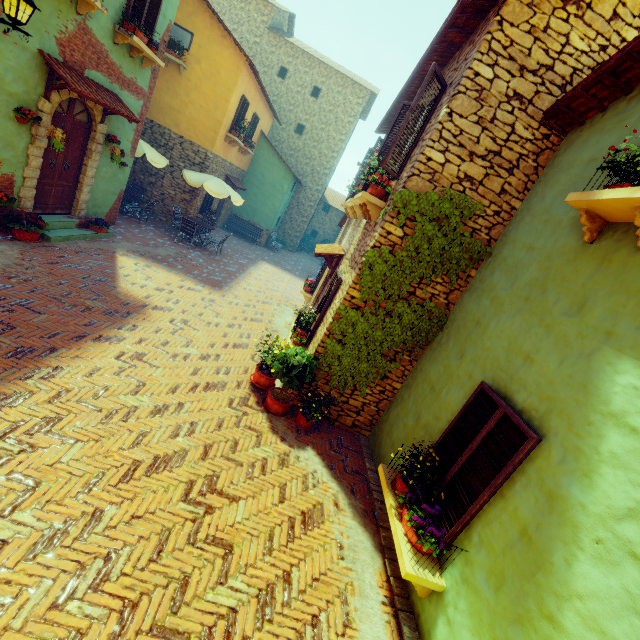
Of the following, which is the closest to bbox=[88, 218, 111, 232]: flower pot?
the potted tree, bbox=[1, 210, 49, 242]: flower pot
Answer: bbox=[1, 210, 49, 242]: flower pot

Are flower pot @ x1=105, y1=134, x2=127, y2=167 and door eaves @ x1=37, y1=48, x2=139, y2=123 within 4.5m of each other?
yes

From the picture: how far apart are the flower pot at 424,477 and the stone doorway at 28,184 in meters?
9.3 m

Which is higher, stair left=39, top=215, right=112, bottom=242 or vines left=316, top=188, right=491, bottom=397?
vines left=316, top=188, right=491, bottom=397

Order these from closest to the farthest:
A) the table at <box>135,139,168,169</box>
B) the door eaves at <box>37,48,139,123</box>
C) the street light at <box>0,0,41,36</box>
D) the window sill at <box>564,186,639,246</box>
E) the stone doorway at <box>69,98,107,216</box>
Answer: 1. the window sill at <box>564,186,639,246</box>
2. the street light at <box>0,0,41,36</box>
3. the door eaves at <box>37,48,139,123</box>
4. the stone doorway at <box>69,98,107,216</box>
5. the table at <box>135,139,168,169</box>

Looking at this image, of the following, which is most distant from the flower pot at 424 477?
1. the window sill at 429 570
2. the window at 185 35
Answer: the window at 185 35

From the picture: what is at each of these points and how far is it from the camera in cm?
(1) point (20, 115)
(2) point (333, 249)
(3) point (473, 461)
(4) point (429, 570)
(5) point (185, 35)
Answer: (1) flower pot, 612
(2) door eaves, 891
(3) window, 367
(4) window sill, 342
(5) window, 1232

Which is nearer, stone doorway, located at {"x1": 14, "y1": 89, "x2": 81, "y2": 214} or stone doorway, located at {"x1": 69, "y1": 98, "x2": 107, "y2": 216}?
stone doorway, located at {"x1": 14, "y1": 89, "x2": 81, "y2": 214}
